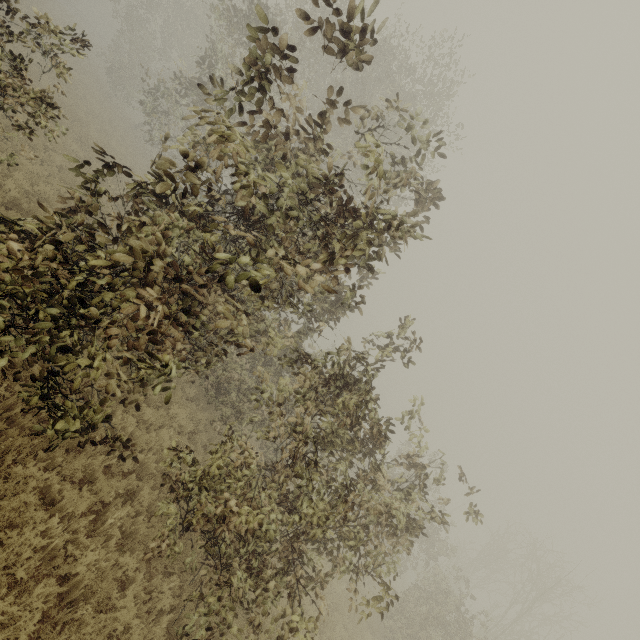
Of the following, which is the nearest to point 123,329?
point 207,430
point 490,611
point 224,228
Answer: point 224,228
